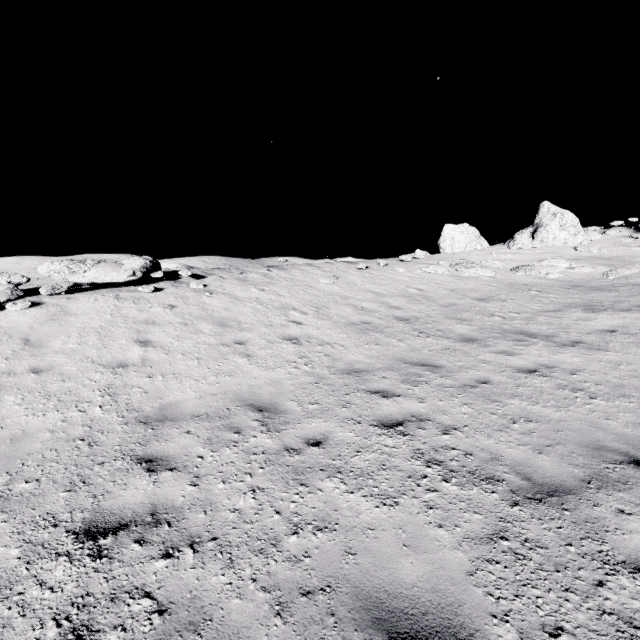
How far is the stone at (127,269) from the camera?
10.5m

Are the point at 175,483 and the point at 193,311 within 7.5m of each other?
yes

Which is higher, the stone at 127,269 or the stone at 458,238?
the stone at 458,238

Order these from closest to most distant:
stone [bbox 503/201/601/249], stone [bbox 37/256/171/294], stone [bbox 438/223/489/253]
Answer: stone [bbox 37/256/171/294] < stone [bbox 503/201/601/249] < stone [bbox 438/223/489/253]

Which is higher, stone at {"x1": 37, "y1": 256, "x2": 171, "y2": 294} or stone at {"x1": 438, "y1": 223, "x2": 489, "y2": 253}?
stone at {"x1": 438, "y1": 223, "x2": 489, "y2": 253}

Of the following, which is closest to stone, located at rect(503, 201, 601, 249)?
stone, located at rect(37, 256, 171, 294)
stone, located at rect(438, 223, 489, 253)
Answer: stone, located at rect(438, 223, 489, 253)

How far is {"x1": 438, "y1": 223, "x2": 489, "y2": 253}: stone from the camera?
24.2 meters
